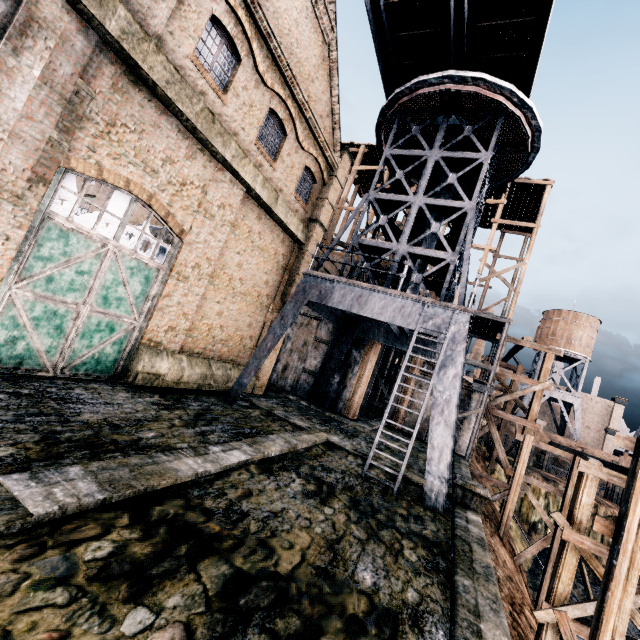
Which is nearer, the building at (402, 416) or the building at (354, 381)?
the building at (354, 381)

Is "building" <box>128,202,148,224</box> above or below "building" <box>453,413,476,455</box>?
above

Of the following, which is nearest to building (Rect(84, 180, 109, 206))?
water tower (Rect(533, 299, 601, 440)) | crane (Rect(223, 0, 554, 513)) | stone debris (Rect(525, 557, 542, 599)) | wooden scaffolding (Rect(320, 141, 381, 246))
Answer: wooden scaffolding (Rect(320, 141, 381, 246))

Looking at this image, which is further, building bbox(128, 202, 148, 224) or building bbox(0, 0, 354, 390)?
building bbox(128, 202, 148, 224)

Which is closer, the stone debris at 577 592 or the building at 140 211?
the stone debris at 577 592

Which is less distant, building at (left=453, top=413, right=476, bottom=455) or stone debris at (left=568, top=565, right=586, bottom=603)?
stone debris at (left=568, top=565, right=586, bottom=603)

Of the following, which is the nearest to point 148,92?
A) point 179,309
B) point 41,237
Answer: point 41,237
